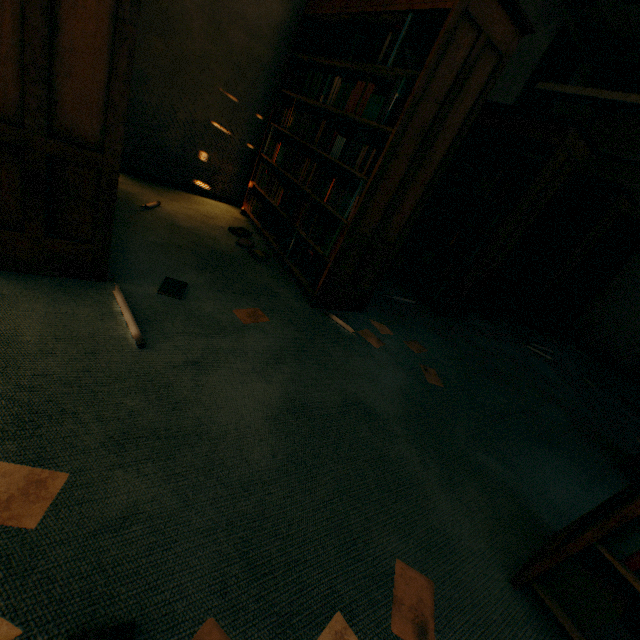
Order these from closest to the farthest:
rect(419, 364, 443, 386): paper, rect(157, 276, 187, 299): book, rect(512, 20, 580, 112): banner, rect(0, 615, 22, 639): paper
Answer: rect(0, 615, 22, 639): paper → rect(157, 276, 187, 299): book → rect(419, 364, 443, 386): paper → rect(512, 20, 580, 112): banner

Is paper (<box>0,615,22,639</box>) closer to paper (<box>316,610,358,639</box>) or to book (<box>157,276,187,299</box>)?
paper (<box>316,610,358,639</box>)

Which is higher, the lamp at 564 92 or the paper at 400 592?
the lamp at 564 92

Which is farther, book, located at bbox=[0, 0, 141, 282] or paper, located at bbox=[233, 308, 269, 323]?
paper, located at bbox=[233, 308, 269, 323]

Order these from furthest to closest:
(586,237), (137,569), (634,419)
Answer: (586,237) → (634,419) → (137,569)

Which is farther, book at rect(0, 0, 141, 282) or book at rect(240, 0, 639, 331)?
book at rect(240, 0, 639, 331)

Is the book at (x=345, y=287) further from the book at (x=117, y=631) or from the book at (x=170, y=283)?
the book at (x=117, y=631)

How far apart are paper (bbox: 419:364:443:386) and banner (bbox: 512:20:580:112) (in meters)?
4.80
